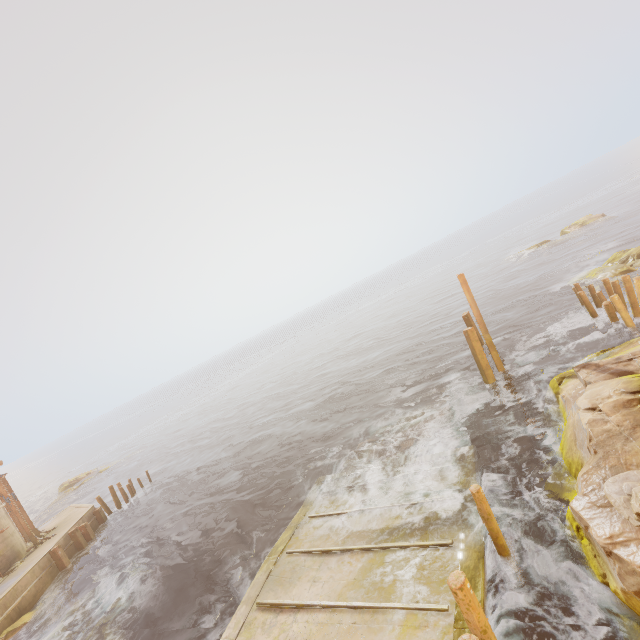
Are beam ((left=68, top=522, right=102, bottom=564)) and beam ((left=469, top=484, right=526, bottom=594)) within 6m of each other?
no

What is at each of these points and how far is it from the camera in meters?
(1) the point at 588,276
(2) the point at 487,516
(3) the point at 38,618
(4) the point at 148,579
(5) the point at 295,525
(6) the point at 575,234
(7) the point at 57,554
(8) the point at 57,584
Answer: (1) rock, 22.2
(2) beam, 7.3
(3) rock, 15.6
(4) rock, 14.4
(5) walkway, 12.1
(6) rock, 39.6
(7) beam, 18.4
(8) building, 18.0

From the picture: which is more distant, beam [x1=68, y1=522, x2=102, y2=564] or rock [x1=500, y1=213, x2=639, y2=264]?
rock [x1=500, y1=213, x2=639, y2=264]

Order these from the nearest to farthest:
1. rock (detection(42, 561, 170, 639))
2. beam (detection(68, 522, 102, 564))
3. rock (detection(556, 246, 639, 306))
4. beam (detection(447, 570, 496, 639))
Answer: beam (detection(447, 570, 496, 639)) < rock (detection(42, 561, 170, 639)) < rock (detection(556, 246, 639, 306)) < beam (detection(68, 522, 102, 564))

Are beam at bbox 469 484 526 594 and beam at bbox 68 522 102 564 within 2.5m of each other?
no

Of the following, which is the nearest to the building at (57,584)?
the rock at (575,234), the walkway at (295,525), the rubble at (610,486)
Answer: the walkway at (295,525)

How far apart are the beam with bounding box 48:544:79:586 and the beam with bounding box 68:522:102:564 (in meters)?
1.27

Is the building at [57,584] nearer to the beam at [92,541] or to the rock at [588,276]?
the beam at [92,541]
